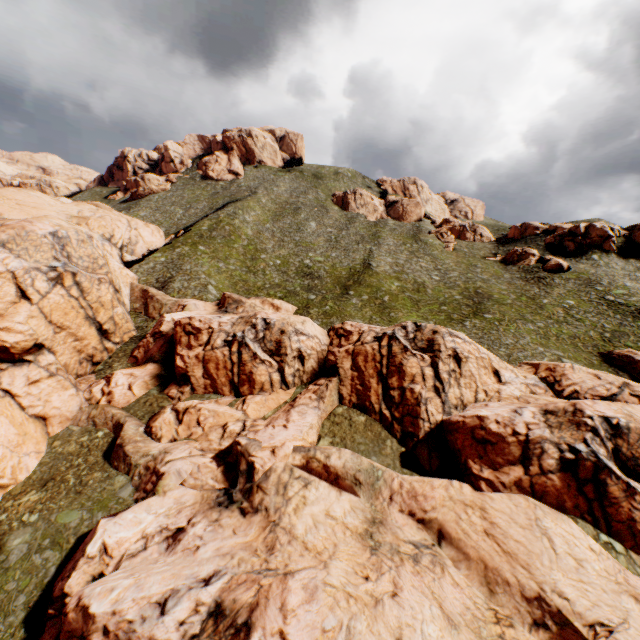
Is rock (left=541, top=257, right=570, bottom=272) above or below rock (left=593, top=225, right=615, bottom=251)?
below

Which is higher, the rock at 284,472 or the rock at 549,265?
the rock at 549,265

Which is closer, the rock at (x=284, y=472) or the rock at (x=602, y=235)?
the rock at (x=284, y=472)

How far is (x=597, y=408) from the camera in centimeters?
2442cm

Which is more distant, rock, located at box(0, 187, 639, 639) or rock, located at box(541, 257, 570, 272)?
rock, located at box(541, 257, 570, 272)

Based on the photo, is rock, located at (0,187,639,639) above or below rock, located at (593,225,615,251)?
below
